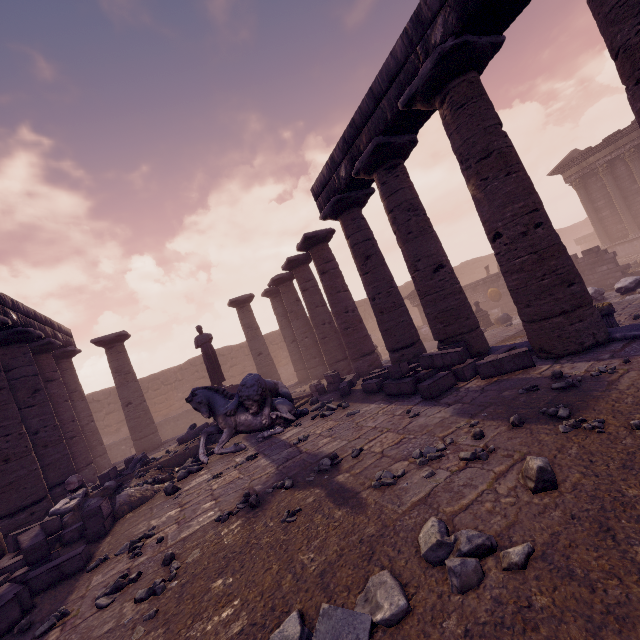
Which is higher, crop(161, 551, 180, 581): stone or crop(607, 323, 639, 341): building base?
crop(607, 323, 639, 341): building base

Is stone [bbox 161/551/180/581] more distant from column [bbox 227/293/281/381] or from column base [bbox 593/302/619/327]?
column [bbox 227/293/281/381]

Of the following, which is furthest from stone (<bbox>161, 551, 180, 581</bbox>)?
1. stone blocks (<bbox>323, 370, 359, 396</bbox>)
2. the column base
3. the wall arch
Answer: the wall arch

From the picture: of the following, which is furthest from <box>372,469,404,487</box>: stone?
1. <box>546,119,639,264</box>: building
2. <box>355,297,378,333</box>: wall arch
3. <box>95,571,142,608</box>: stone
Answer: <box>355,297,378,333</box>: wall arch

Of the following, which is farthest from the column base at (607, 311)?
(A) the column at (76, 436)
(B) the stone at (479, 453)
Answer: (A) the column at (76, 436)

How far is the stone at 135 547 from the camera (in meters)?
4.21

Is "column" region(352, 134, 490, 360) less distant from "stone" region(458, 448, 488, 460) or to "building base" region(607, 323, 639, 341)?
"building base" region(607, 323, 639, 341)

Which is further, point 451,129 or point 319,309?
point 319,309
